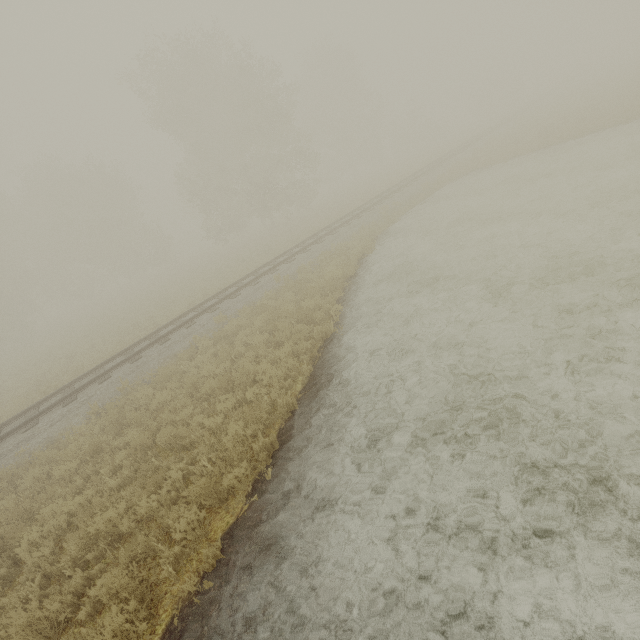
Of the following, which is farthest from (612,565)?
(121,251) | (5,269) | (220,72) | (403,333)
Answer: (5,269)
